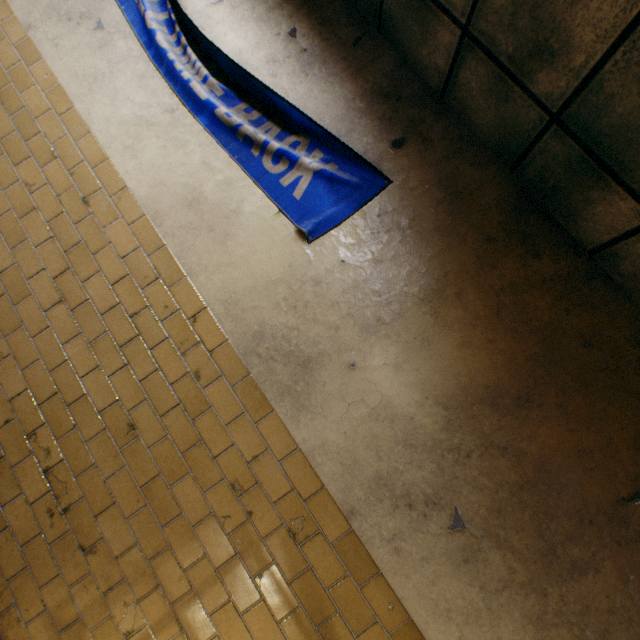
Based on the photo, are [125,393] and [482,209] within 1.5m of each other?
no
